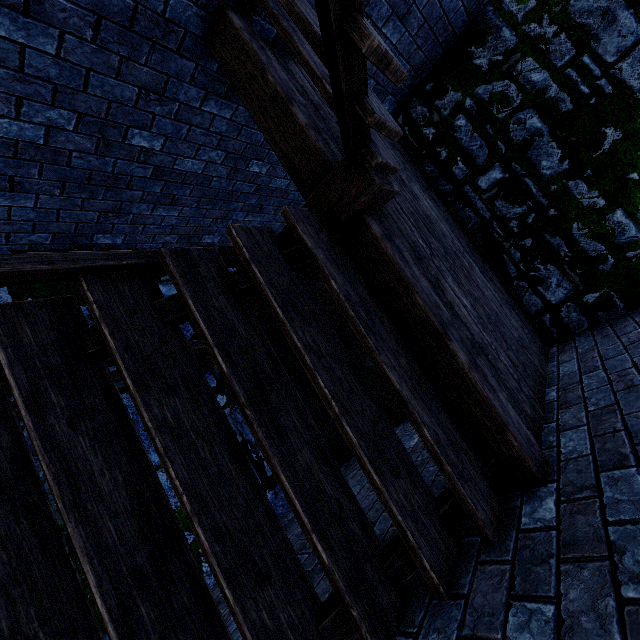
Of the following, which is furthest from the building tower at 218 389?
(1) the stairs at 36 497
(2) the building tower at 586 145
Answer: (1) the stairs at 36 497

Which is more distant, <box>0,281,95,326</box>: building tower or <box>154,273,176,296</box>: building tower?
<box>154,273,176,296</box>: building tower

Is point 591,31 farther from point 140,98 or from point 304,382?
point 304,382

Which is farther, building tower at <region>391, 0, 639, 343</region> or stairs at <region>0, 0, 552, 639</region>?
building tower at <region>391, 0, 639, 343</region>

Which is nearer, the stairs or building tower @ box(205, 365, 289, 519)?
the stairs

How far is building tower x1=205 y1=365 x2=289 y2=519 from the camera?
3.90m

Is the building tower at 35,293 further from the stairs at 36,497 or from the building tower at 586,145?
the stairs at 36,497

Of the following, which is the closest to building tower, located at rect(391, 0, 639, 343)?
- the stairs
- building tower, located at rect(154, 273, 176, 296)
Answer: building tower, located at rect(154, 273, 176, 296)
